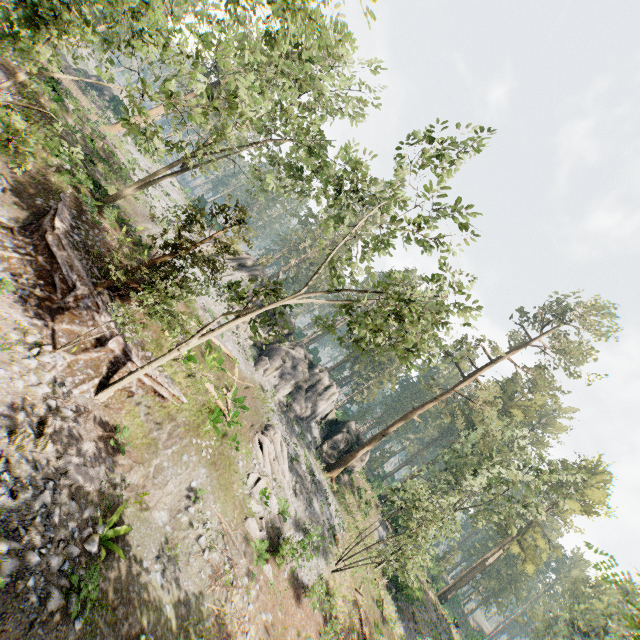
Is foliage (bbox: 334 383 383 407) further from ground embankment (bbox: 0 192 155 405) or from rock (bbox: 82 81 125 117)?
rock (bbox: 82 81 125 117)

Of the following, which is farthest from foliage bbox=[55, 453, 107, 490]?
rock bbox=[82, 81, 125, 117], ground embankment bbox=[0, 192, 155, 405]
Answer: rock bbox=[82, 81, 125, 117]

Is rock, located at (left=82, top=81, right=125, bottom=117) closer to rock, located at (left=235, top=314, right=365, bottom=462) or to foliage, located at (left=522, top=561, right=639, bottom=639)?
foliage, located at (left=522, top=561, right=639, bottom=639)

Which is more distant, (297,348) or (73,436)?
(297,348)

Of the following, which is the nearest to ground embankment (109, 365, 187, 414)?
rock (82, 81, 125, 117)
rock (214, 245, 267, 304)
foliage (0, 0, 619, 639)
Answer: foliage (0, 0, 619, 639)

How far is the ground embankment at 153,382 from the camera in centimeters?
1481cm

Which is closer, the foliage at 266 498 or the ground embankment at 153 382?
the ground embankment at 153 382
